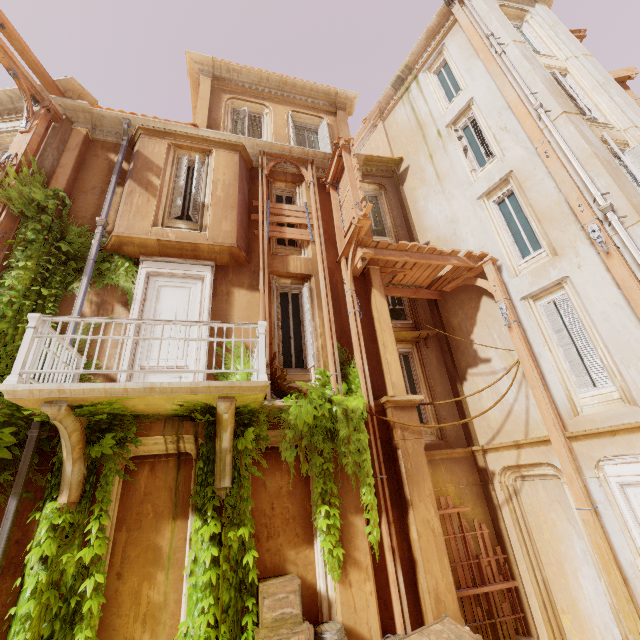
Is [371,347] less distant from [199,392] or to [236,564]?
[199,392]

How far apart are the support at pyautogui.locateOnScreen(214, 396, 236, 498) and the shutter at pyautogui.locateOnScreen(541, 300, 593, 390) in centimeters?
793cm

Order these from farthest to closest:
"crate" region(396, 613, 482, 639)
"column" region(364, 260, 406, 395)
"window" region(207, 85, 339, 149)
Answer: "window" region(207, 85, 339, 149), "column" region(364, 260, 406, 395), "crate" region(396, 613, 482, 639)

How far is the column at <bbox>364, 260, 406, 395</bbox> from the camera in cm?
781

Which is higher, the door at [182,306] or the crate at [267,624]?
the door at [182,306]

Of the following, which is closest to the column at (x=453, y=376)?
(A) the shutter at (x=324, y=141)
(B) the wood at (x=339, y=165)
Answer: (B) the wood at (x=339, y=165)

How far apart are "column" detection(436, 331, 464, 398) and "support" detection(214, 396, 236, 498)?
7.0 meters

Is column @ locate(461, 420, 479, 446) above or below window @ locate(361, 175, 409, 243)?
below
